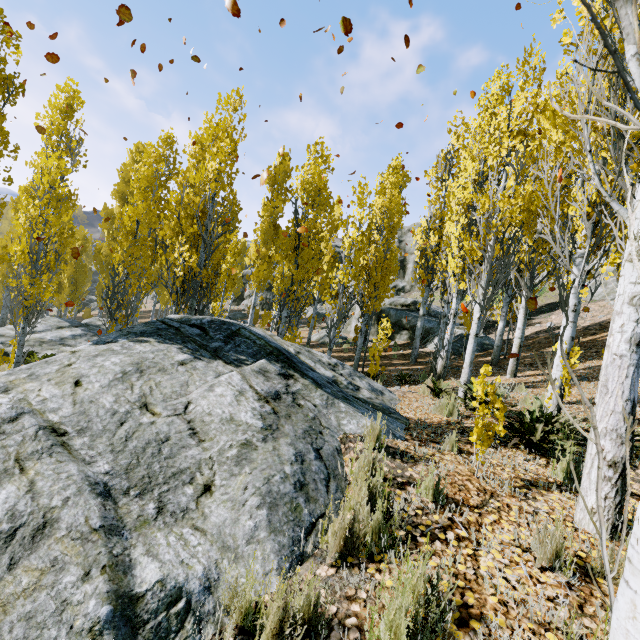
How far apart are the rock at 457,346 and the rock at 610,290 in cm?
794

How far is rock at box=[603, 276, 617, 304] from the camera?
17.8 meters

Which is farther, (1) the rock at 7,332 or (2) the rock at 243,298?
(2) the rock at 243,298

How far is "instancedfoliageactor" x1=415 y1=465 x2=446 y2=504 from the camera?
2.87m

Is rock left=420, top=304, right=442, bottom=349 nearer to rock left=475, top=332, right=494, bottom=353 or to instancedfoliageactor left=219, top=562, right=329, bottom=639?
rock left=475, top=332, right=494, bottom=353

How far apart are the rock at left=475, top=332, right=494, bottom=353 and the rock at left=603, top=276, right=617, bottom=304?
7.94m

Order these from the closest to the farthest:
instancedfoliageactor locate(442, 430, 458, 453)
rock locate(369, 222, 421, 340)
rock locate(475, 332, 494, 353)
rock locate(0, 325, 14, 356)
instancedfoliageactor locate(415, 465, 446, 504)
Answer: instancedfoliageactor locate(415, 465, 446, 504)
instancedfoliageactor locate(442, 430, 458, 453)
rock locate(0, 325, 14, 356)
rock locate(475, 332, 494, 353)
rock locate(369, 222, 421, 340)

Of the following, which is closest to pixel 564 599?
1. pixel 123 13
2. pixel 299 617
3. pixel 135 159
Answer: pixel 299 617
